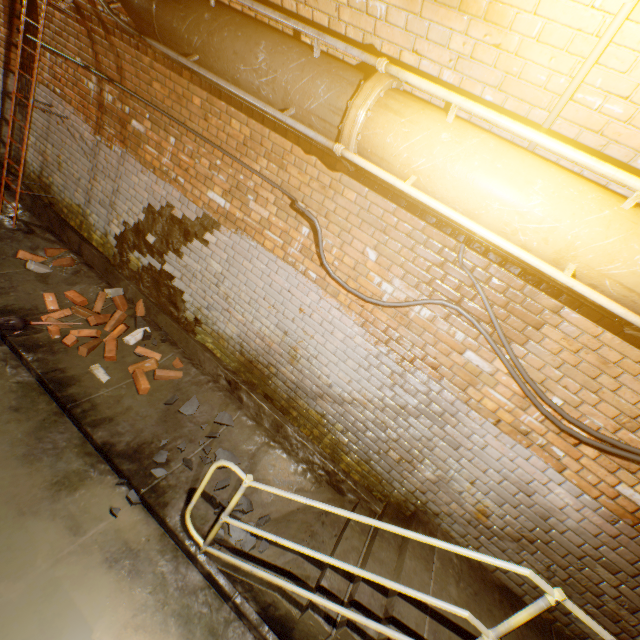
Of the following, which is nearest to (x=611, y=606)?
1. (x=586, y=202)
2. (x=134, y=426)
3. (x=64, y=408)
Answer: (x=586, y=202)

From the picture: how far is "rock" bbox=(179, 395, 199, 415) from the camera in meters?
3.9 m

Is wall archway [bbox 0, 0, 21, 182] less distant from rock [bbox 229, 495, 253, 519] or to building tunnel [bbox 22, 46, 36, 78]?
building tunnel [bbox 22, 46, 36, 78]

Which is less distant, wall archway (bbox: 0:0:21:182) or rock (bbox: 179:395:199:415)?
rock (bbox: 179:395:199:415)

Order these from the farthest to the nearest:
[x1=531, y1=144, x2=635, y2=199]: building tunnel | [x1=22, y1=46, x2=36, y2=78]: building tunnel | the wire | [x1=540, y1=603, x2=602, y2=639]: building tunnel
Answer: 1. [x1=22, y1=46, x2=36, y2=78]: building tunnel
2. [x1=540, y1=603, x2=602, y2=639]: building tunnel
3. [x1=531, y1=144, x2=635, y2=199]: building tunnel
4. the wire

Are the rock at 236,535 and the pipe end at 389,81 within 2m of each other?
no

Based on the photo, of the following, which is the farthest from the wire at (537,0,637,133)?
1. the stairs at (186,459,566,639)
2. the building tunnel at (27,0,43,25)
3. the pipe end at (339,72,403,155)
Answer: the stairs at (186,459,566,639)

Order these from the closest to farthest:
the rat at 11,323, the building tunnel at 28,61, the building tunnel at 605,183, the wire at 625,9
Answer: the wire at 625,9, the building tunnel at 605,183, the rat at 11,323, the building tunnel at 28,61
